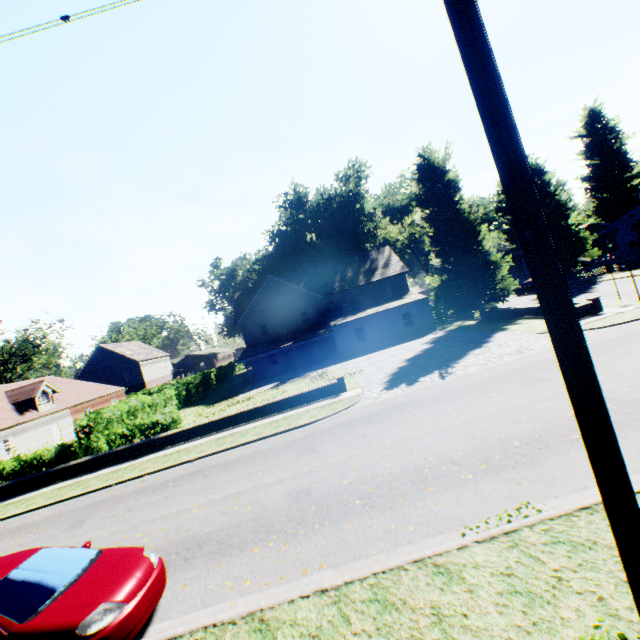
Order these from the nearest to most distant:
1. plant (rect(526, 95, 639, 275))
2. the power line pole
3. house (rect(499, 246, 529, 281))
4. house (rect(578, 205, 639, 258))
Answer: the power line pole, house (rect(578, 205, 639, 258)), plant (rect(526, 95, 639, 275)), house (rect(499, 246, 529, 281))

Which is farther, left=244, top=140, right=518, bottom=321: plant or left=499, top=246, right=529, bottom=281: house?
left=499, top=246, right=529, bottom=281: house

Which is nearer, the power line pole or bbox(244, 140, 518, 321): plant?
the power line pole

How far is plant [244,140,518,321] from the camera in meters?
26.3

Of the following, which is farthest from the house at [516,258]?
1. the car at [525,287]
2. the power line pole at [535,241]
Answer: the power line pole at [535,241]

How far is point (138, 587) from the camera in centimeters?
521cm

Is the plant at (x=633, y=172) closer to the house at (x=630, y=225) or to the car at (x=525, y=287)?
the house at (x=630, y=225)

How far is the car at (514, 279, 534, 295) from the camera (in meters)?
37.76
